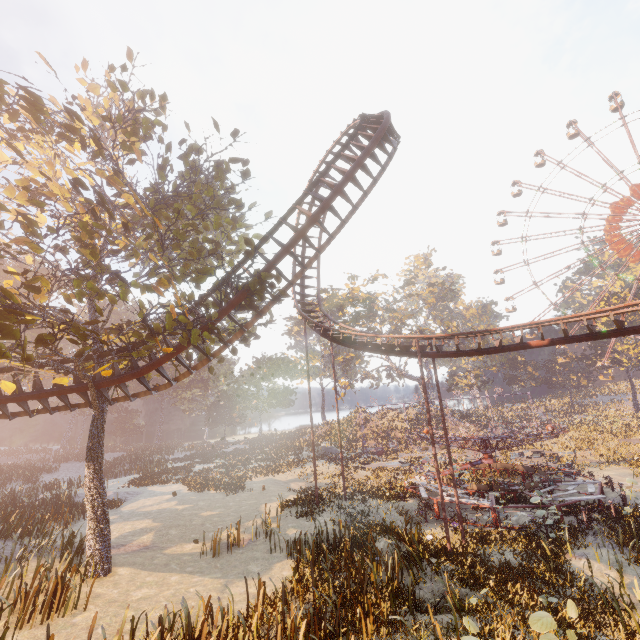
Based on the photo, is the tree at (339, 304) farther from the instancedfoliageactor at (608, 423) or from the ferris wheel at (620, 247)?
the instancedfoliageactor at (608, 423)

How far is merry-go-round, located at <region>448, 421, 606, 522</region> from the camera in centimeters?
1720cm

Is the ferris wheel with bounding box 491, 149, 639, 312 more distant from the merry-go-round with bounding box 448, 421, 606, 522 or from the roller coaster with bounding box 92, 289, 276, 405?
the roller coaster with bounding box 92, 289, 276, 405

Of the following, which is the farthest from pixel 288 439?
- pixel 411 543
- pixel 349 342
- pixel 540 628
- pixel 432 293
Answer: pixel 540 628

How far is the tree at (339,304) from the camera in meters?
47.7

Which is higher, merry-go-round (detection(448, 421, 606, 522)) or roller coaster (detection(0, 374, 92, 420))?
roller coaster (detection(0, 374, 92, 420))

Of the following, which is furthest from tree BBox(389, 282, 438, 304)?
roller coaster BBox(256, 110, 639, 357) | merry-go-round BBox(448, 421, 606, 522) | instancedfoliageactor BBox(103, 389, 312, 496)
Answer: roller coaster BBox(256, 110, 639, 357)

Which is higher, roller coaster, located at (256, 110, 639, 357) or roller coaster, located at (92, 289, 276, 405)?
roller coaster, located at (256, 110, 639, 357)
